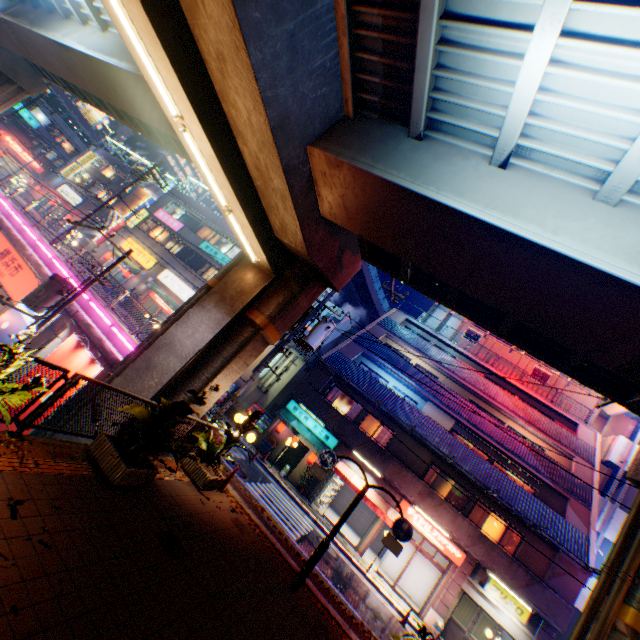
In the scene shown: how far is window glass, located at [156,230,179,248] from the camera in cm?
3328

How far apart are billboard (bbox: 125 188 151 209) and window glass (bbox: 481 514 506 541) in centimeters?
4627cm

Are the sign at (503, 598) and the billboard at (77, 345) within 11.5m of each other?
no

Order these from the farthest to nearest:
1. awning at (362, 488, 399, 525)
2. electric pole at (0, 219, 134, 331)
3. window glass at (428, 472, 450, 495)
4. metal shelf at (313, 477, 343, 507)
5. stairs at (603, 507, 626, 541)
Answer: metal shelf at (313, 477, 343, 507), stairs at (603, 507, 626, 541), window glass at (428, 472, 450, 495), awning at (362, 488, 399, 525), electric pole at (0, 219, 134, 331)

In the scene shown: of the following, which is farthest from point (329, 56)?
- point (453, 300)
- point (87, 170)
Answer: point (87, 170)

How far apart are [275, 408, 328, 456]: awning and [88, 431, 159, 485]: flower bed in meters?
14.6

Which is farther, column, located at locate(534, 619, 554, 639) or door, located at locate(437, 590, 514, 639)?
door, located at locate(437, 590, 514, 639)

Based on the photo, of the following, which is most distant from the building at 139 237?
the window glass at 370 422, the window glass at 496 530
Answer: the window glass at 496 530
